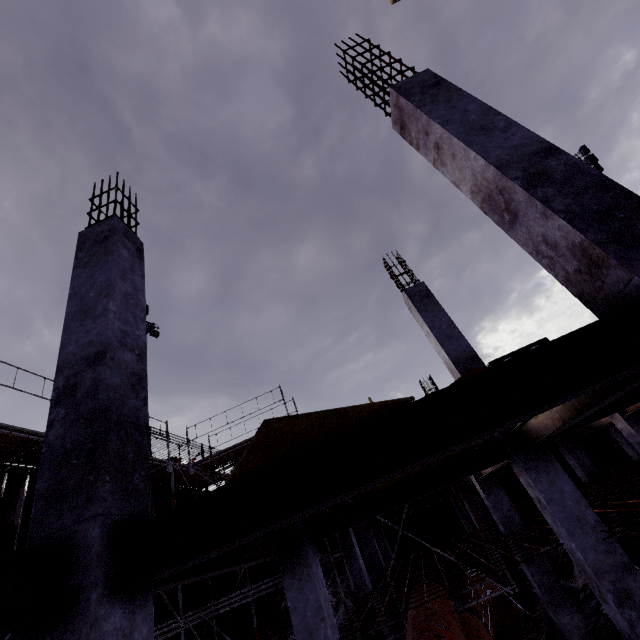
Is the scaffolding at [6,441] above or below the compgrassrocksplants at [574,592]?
above

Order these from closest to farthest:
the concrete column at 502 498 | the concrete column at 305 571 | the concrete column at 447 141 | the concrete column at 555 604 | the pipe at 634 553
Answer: the concrete column at 447 141 → the concrete column at 305 571 → the pipe at 634 553 → the concrete column at 555 604 → the concrete column at 502 498

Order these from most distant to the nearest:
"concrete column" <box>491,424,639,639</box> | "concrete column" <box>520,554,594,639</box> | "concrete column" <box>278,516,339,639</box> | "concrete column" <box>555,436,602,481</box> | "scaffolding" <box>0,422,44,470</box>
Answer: "concrete column" <box>555,436,602,481</box> → "concrete column" <box>520,554,594,639</box> → "scaffolding" <box>0,422,44,470</box> → "concrete column" <box>278,516,339,639</box> → "concrete column" <box>491,424,639,639</box>

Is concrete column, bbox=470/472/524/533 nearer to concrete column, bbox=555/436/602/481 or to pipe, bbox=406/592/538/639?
pipe, bbox=406/592/538/639

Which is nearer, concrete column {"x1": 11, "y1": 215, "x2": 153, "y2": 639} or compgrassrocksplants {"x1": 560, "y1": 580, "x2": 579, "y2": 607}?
concrete column {"x1": 11, "y1": 215, "x2": 153, "y2": 639}

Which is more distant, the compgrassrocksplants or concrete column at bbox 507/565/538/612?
concrete column at bbox 507/565/538/612

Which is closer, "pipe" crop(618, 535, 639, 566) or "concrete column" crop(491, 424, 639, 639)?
"concrete column" crop(491, 424, 639, 639)

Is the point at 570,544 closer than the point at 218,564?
No
